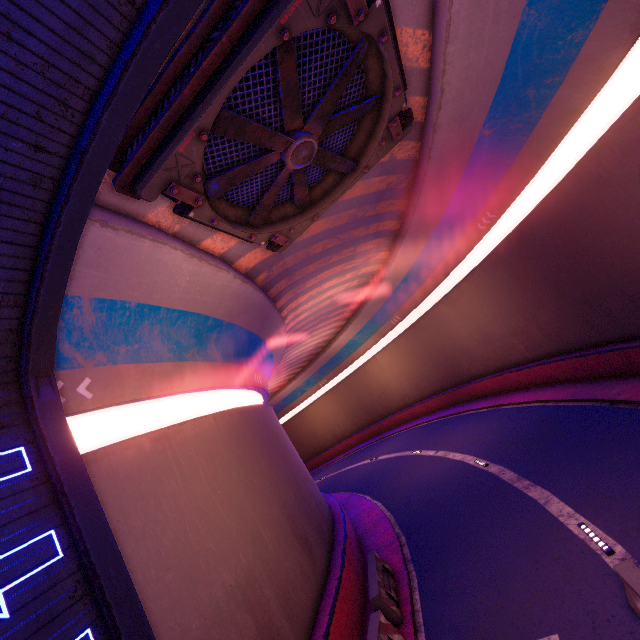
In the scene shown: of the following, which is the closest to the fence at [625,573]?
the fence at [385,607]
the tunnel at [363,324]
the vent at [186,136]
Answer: the tunnel at [363,324]

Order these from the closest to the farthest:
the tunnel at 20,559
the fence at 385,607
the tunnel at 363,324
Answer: the tunnel at 20,559
the tunnel at 363,324
the fence at 385,607

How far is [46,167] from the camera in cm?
490

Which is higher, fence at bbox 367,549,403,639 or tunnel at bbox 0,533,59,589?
tunnel at bbox 0,533,59,589

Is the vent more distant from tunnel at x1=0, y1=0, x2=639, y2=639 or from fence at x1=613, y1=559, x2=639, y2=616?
fence at x1=613, y1=559, x2=639, y2=616

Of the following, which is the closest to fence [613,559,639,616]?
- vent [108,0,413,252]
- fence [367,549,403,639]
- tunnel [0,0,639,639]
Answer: tunnel [0,0,639,639]

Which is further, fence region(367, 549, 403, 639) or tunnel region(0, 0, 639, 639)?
fence region(367, 549, 403, 639)
